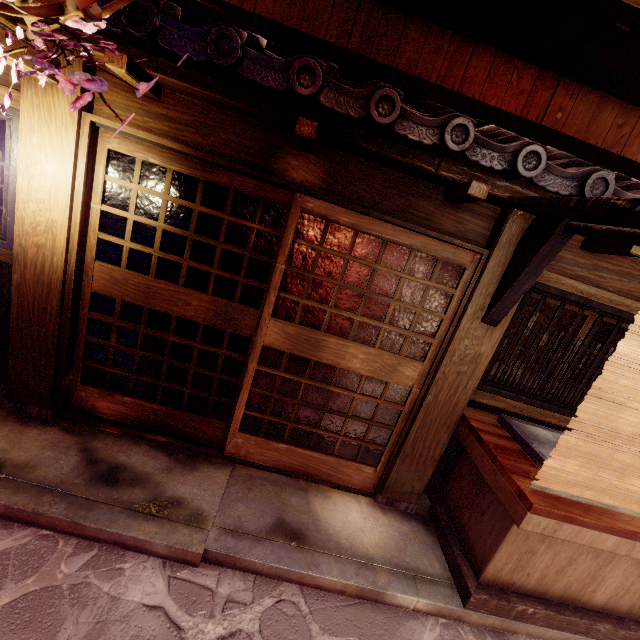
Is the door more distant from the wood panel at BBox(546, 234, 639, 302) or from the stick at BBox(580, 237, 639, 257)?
the stick at BBox(580, 237, 639, 257)

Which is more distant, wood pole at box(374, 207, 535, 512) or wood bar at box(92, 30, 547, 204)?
wood pole at box(374, 207, 535, 512)

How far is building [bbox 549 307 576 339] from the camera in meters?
12.6

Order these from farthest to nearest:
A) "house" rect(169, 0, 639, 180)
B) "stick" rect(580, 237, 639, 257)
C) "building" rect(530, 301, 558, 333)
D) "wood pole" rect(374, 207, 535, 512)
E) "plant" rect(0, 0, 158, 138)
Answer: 1. "building" rect(530, 301, 558, 333)
2. "house" rect(169, 0, 639, 180)
3. "wood pole" rect(374, 207, 535, 512)
4. "stick" rect(580, 237, 639, 257)
5. "plant" rect(0, 0, 158, 138)

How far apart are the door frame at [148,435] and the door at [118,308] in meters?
0.0

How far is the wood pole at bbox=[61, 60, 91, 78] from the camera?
4.3 meters

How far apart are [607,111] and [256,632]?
10.6m

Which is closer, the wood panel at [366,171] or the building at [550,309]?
the wood panel at [366,171]
